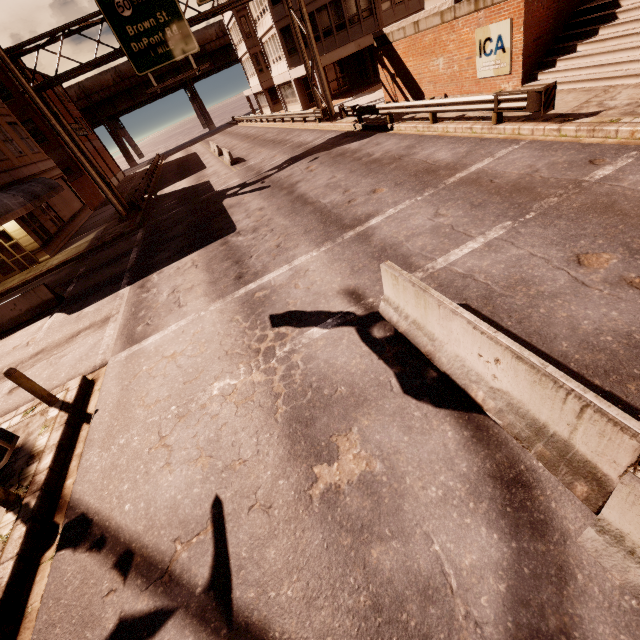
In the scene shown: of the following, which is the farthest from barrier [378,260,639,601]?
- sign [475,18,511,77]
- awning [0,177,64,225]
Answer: awning [0,177,64,225]

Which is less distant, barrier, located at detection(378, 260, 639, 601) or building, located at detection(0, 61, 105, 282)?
barrier, located at detection(378, 260, 639, 601)

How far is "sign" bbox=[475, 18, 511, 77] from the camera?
12.3m

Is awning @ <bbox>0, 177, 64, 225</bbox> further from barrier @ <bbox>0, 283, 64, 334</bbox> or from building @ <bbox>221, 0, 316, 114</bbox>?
building @ <bbox>221, 0, 316, 114</bbox>

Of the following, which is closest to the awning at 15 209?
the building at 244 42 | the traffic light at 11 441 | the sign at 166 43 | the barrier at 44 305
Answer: the sign at 166 43

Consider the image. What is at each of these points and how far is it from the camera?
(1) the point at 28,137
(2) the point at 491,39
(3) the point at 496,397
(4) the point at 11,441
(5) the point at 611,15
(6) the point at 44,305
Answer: (1) building, 27.9m
(2) sign, 12.9m
(3) barrier, 3.9m
(4) traffic light, 6.8m
(5) bp, 10.9m
(6) barrier, 13.5m

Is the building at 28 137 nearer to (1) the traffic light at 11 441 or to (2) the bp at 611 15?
(1) the traffic light at 11 441

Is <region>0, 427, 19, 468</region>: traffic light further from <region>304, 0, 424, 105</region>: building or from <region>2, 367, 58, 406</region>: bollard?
<region>304, 0, 424, 105</region>: building
